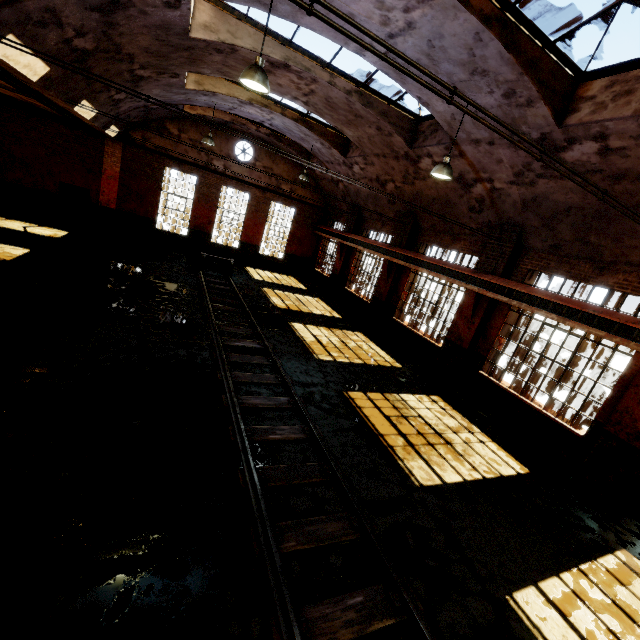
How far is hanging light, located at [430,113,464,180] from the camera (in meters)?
7.59

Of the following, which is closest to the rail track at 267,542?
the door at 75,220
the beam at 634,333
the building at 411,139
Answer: the building at 411,139

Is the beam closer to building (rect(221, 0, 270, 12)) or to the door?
building (rect(221, 0, 270, 12))

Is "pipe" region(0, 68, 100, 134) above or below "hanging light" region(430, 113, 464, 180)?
below

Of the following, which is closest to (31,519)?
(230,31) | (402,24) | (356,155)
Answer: (402,24)

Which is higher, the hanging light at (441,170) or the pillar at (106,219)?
the hanging light at (441,170)

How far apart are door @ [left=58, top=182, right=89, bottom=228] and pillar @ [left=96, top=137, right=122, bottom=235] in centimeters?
38cm

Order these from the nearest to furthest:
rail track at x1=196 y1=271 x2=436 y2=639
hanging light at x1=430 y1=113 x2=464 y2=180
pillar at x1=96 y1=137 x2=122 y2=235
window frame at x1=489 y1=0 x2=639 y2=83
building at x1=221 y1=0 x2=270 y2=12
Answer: rail track at x1=196 y1=271 x2=436 y2=639 → window frame at x1=489 y1=0 x2=639 y2=83 → building at x1=221 y1=0 x2=270 y2=12 → hanging light at x1=430 y1=113 x2=464 y2=180 → pillar at x1=96 y1=137 x2=122 y2=235
